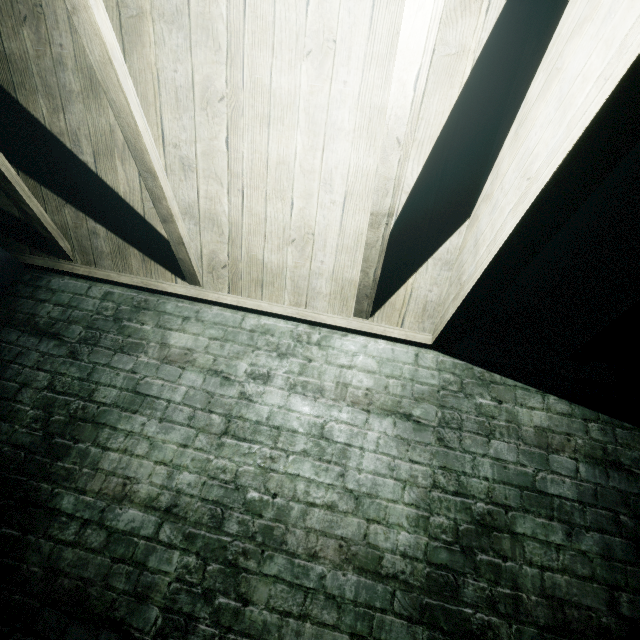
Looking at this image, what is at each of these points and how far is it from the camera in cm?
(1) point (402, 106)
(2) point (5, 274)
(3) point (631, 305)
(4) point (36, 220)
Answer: (1) beam, 101
(2) door, 208
(3) beam, 144
(4) beam, 187

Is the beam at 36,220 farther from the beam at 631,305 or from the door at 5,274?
the beam at 631,305

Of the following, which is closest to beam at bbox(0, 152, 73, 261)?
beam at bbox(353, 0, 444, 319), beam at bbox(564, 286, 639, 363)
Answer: beam at bbox(353, 0, 444, 319)

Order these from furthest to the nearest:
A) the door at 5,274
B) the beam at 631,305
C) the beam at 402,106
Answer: the door at 5,274, the beam at 631,305, the beam at 402,106

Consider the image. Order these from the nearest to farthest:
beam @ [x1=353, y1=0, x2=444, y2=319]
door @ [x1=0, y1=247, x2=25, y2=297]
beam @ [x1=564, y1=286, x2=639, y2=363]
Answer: beam @ [x1=353, y1=0, x2=444, y2=319] → beam @ [x1=564, y1=286, x2=639, y2=363] → door @ [x1=0, y1=247, x2=25, y2=297]

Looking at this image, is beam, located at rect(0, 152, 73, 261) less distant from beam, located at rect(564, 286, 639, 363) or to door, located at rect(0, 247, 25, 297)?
door, located at rect(0, 247, 25, 297)

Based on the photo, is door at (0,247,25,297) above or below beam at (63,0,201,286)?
below
